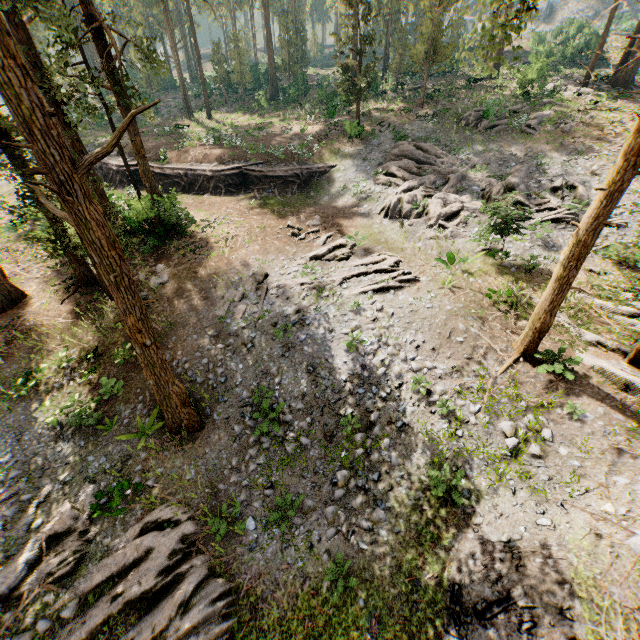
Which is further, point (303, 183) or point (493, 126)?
point (303, 183)

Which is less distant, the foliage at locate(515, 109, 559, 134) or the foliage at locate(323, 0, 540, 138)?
the foliage at locate(323, 0, 540, 138)

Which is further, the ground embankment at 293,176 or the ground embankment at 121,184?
the ground embankment at 121,184

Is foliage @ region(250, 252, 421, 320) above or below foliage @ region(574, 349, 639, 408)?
below

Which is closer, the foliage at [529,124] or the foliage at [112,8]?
the foliage at [112,8]

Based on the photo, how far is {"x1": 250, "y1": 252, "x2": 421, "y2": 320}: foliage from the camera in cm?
1600
